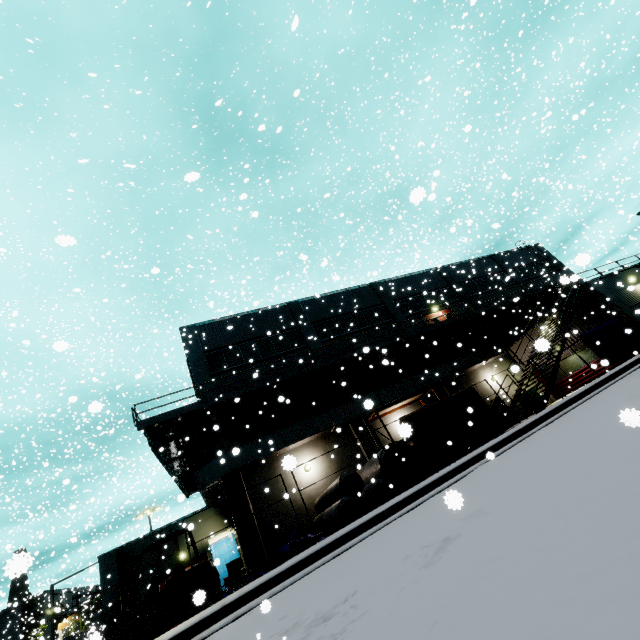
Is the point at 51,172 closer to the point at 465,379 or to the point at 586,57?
the point at 465,379

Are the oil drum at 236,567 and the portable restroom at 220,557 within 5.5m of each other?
yes

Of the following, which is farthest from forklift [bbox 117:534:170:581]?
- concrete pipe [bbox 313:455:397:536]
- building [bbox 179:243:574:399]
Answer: building [bbox 179:243:574:399]

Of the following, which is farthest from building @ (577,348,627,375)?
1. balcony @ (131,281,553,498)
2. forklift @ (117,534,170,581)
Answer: forklift @ (117,534,170,581)

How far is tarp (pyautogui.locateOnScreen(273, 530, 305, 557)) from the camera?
11.94m

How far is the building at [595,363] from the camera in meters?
20.1 m

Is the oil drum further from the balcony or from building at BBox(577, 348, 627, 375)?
the balcony

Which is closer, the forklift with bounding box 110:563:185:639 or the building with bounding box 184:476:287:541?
the forklift with bounding box 110:563:185:639
